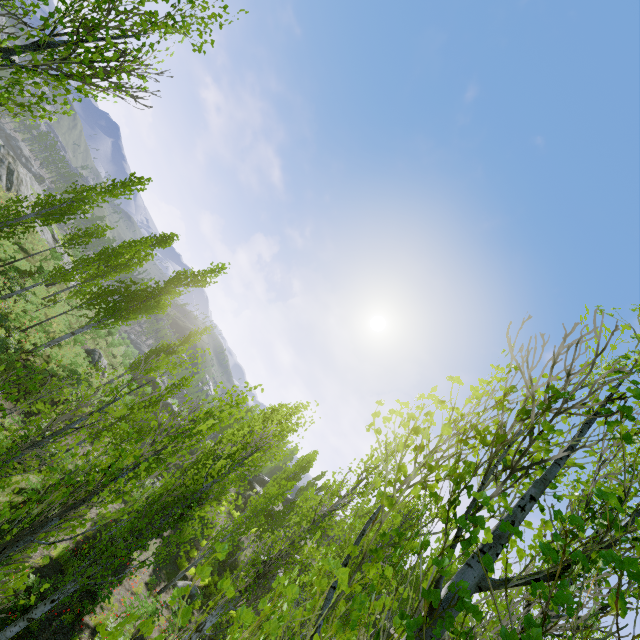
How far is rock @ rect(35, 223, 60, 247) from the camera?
33.7 meters

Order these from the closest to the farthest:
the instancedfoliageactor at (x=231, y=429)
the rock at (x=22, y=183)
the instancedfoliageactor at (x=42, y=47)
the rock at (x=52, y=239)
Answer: the instancedfoliageactor at (x=231, y=429)
the instancedfoliageactor at (x=42, y=47)
the rock at (x=22, y=183)
the rock at (x=52, y=239)

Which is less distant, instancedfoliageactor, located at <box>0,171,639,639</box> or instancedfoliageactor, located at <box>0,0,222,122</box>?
instancedfoliageactor, located at <box>0,171,639,639</box>

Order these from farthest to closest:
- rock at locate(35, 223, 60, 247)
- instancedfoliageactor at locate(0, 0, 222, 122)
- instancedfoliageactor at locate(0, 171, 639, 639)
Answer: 1. rock at locate(35, 223, 60, 247)
2. instancedfoliageactor at locate(0, 0, 222, 122)
3. instancedfoliageactor at locate(0, 171, 639, 639)

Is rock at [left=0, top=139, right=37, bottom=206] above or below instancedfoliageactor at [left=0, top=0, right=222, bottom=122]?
below

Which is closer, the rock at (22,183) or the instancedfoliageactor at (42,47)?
the instancedfoliageactor at (42,47)

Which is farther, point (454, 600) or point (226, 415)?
point (226, 415)

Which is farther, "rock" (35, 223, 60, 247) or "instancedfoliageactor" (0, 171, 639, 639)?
"rock" (35, 223, 60, 247)
